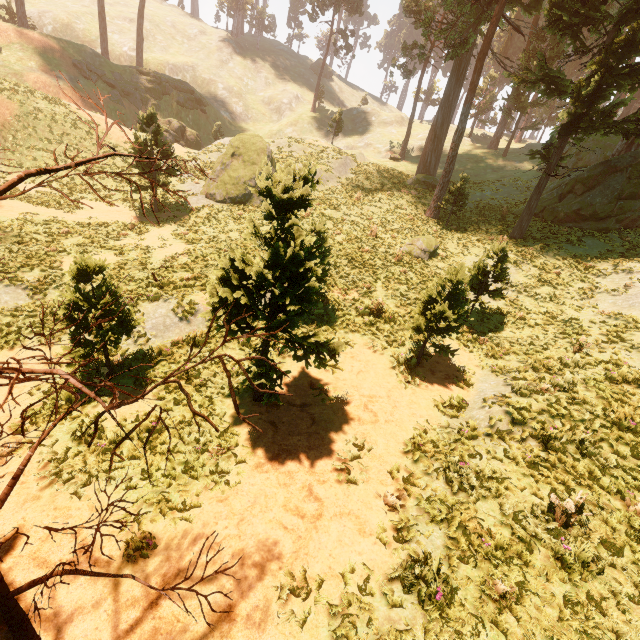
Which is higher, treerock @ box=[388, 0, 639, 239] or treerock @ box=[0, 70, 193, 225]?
treerock @ box=[388, 0, 639, 239]

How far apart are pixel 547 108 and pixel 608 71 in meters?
52.5

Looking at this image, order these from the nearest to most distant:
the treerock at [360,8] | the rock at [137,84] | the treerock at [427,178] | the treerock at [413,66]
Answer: the treerock at [427,178] → the rock at [137,84] → the treerock at [413,66] → the treerock at [360,8]

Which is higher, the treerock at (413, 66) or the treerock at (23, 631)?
the treerock at (413, 66)

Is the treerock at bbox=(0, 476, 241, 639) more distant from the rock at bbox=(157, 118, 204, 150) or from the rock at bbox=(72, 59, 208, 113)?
the rock at bbox=(157, 118, 204, 150)

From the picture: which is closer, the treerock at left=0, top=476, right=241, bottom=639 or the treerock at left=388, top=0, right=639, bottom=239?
the treerock at left=0, top=476, right=241, bottom=639

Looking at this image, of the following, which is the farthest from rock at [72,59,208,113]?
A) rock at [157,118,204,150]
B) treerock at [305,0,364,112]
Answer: treerock at [305,0,364,112]
